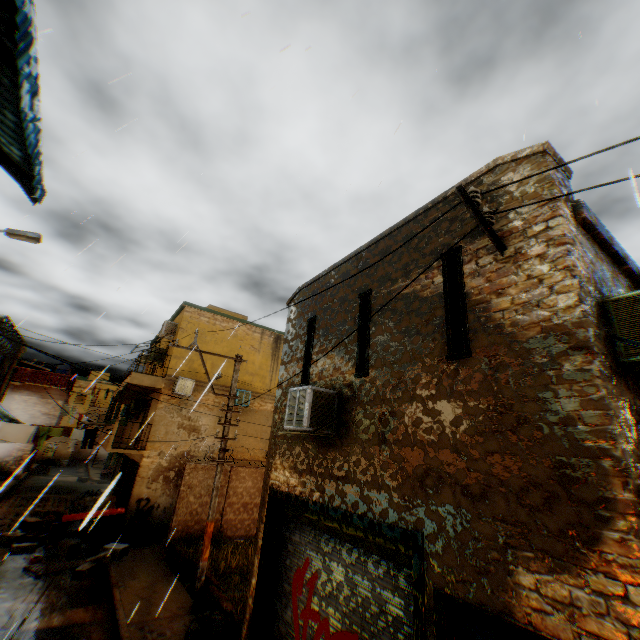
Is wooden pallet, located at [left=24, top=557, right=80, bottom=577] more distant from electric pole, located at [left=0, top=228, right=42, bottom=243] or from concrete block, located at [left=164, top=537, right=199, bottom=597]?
electric pole, located at [left=0, top=228, right=42, bottom=243]

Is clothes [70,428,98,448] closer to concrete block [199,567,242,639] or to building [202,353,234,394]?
building [202,353,234,394]

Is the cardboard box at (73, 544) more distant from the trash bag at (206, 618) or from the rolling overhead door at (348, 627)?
→ the rolling overhead door at (348, 627)

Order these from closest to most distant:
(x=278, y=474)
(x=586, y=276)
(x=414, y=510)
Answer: (x=586, y=276), (x=414, y=510), (x=278, y=474)

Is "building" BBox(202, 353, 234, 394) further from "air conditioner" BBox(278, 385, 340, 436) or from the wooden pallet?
the wooden pallet

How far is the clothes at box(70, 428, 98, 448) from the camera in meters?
13.7 m

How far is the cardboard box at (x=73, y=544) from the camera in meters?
11.6

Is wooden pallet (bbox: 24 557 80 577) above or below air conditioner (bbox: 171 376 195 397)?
below
